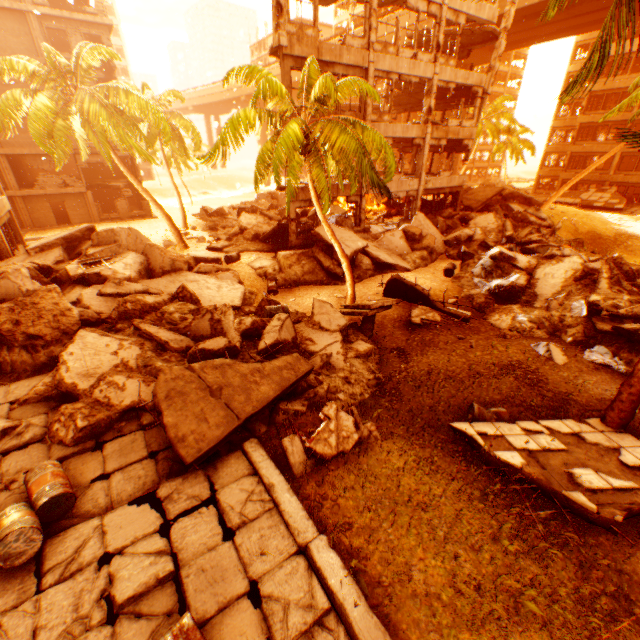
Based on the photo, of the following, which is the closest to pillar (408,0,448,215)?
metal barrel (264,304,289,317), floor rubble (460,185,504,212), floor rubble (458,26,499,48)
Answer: floor rubble (458,26,499,48)

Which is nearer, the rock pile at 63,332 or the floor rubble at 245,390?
the floor rubble at 245,390

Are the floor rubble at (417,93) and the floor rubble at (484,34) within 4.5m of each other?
yes

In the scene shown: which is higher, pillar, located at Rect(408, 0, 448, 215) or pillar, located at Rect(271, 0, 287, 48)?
pillar, located at Rect(271, 0, 287, 48)

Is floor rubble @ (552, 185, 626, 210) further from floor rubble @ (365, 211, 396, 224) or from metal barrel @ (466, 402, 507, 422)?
metal barrel @ (466, 402, 507, 422)

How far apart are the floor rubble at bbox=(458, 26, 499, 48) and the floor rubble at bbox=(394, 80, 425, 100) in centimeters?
248cm

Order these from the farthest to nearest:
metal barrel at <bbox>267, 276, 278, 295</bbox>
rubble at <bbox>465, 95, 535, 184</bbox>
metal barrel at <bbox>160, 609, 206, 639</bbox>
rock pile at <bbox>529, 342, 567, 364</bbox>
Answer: rubble at <bbox>465, 95, 535, 184</bbox>, metal barrel at <bbox>267, 276, 278, 295</bbox>, rock pile at <bbox>529, 342, 567, 364</bbox>, metal barrel at <bbox>160, 609, 206, 639</bbox>

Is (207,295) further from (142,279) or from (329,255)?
(329,255)
